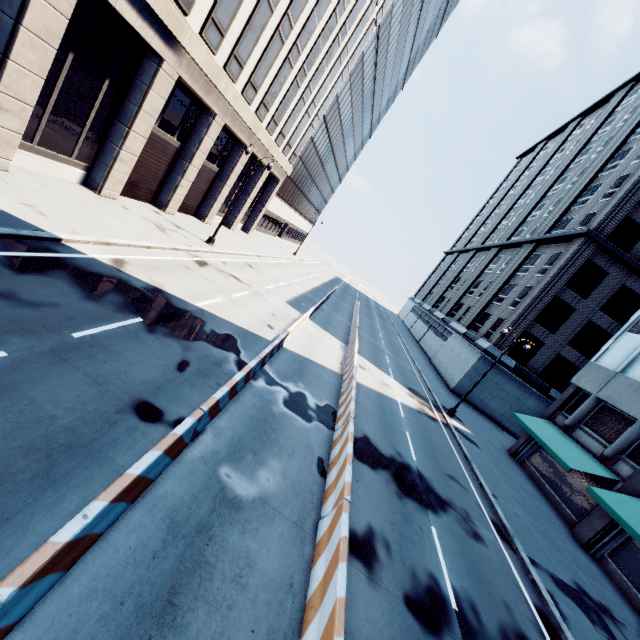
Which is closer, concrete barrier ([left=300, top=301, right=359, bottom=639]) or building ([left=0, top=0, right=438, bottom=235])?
concrete barrier ([left=300, top=301, right=359, bottom=639])

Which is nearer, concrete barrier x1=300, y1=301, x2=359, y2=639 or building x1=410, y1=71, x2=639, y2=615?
concrete barrier x1=300, y1=301, x2=359, y2=639

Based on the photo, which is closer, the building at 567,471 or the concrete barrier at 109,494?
the concrete barrier at 109,494

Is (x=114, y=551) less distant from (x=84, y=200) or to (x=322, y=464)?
(x=322, y=464)

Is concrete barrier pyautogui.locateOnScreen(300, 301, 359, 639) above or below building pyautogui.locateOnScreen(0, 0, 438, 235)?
below

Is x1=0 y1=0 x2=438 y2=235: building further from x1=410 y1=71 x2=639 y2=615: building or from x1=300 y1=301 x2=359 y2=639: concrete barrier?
x1=410 y1=71 x2=639 y2=615: building

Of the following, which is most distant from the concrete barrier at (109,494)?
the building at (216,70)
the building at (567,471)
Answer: the building at (216,70)
